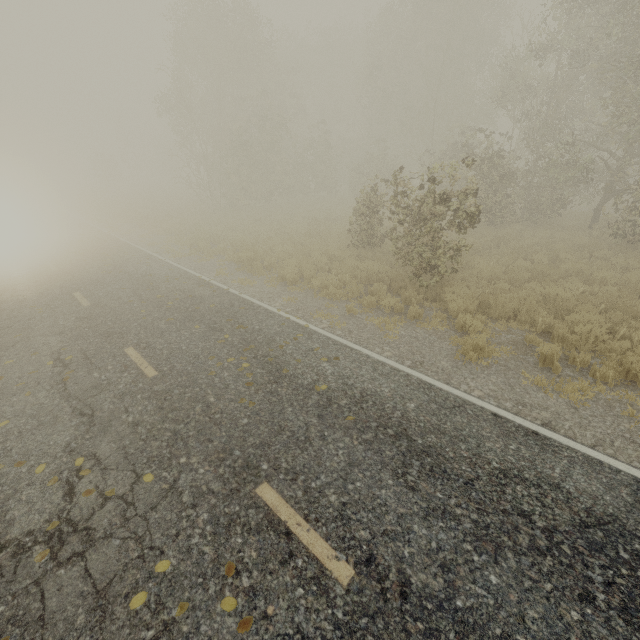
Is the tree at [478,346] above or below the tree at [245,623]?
below

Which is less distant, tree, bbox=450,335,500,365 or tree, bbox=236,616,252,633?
tree, bbox=236,616,252,633

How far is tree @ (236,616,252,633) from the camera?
2.92m

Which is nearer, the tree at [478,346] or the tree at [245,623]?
the tree at [245,623]

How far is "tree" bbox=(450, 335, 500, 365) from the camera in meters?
6.9

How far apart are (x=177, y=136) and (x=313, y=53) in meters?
24.4 m

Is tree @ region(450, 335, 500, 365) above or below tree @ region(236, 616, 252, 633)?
below
